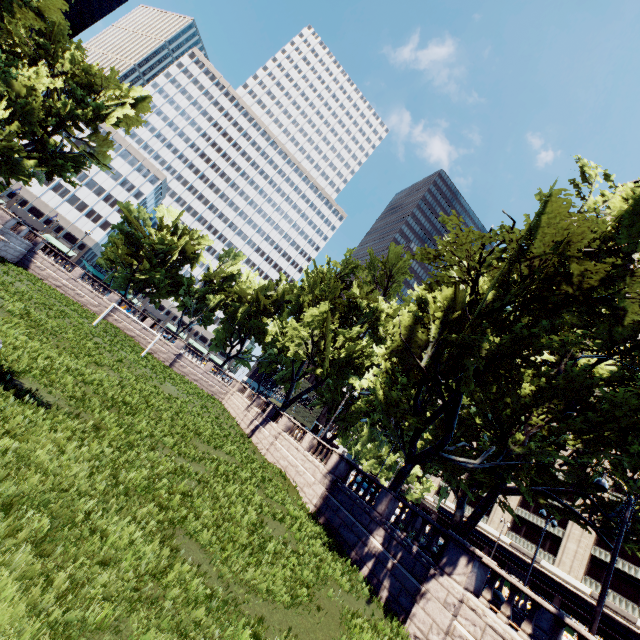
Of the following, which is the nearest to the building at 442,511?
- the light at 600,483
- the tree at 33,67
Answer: the tree at 33,67

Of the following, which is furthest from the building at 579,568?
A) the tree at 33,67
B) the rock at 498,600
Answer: the rock at 498,600

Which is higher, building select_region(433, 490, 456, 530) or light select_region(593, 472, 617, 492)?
light select_region(593, 472, 617, 492)

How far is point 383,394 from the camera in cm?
1886

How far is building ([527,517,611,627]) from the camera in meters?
39.4 m

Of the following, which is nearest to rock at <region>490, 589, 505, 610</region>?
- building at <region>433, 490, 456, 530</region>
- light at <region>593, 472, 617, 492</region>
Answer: light at <region>593, 472, 617, 492</region>

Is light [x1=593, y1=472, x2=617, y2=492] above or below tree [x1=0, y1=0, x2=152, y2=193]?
below
